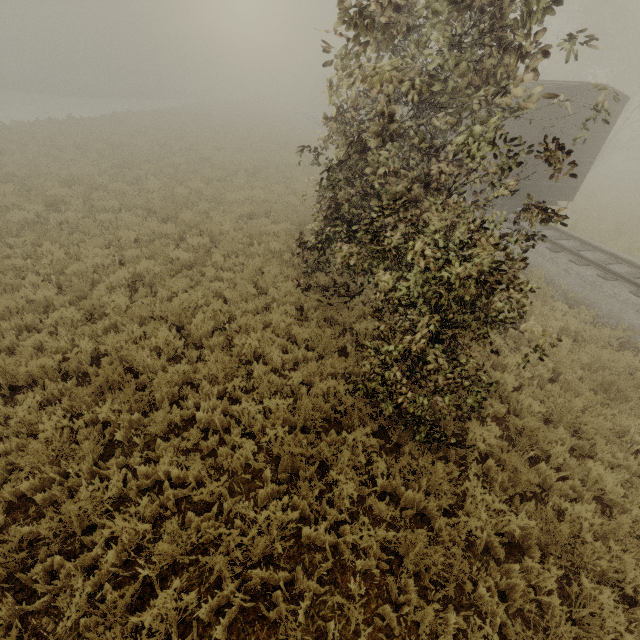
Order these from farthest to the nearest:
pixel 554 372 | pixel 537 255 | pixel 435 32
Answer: pixel 435 32 → pixel 537 255 → pixel 554 372

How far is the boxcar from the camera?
11.01m

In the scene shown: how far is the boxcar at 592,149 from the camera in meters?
11.0 m
